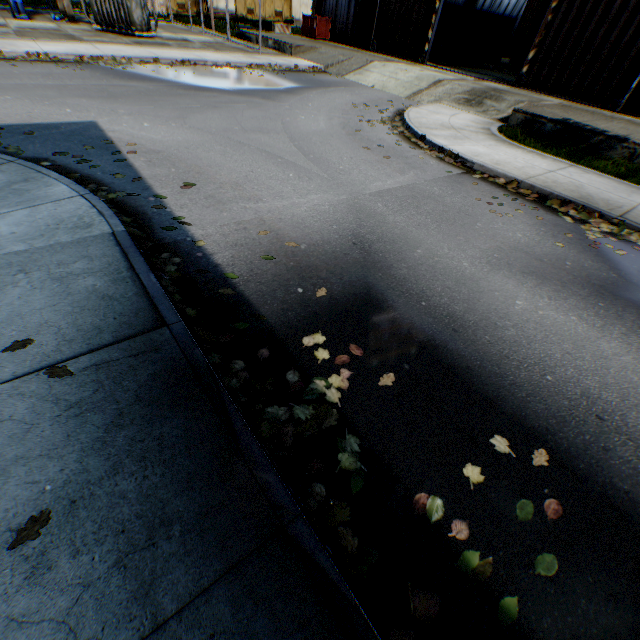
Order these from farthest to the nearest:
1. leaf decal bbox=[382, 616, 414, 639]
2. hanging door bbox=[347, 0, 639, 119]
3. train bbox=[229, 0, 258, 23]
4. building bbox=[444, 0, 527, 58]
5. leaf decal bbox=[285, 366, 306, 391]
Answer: building bbox=[444, 0, 527, 58] < train bbox=[229, 0, 258, 23] < hanging door bbox=[347, 0, 639, 119] < leaf decal bbox=[285, 366, 306, 391] < leaf decal bbox=[382, 616, 414, 639]

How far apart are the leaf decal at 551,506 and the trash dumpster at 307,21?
28.9m

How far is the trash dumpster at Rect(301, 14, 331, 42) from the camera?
21.9m

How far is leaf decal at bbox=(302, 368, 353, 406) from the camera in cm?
268

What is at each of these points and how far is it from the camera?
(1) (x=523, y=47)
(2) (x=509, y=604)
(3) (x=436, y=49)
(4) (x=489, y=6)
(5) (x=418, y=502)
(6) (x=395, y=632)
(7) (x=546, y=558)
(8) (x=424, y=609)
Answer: (1) train, 22.23m
(2) leaf decal, 1.84m
(3) trash dumpster, 22.77m
(4) building, 32.06m
(5) leaf decal, 2.18m
(6) leaf decal, 1.69m
(7) leaf decal, 2.03m
(8) leaf decal, 1.78m

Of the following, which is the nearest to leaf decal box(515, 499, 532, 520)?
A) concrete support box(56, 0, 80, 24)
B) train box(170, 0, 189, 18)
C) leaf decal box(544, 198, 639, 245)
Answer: leaf decal box(544, 198, 639, 245)

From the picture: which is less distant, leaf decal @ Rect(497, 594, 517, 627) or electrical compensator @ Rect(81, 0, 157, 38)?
leaf decal @ Rect(497, 594, 517, 627)
